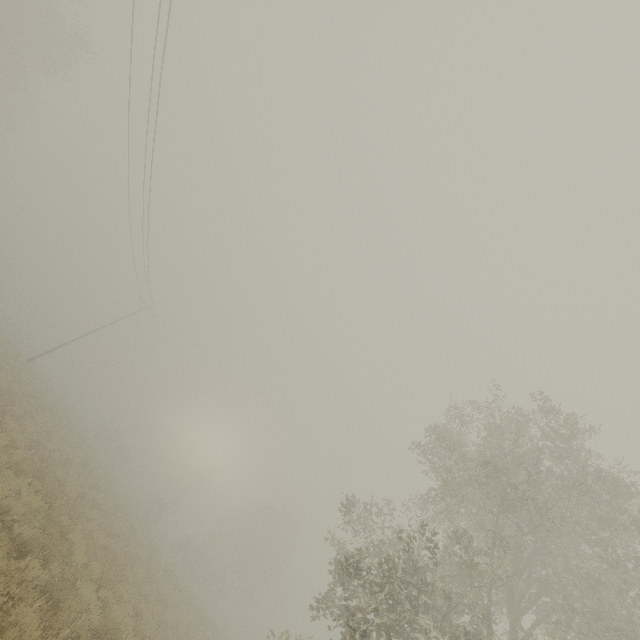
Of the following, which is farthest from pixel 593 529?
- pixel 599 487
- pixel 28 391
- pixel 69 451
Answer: pixel 28 391
